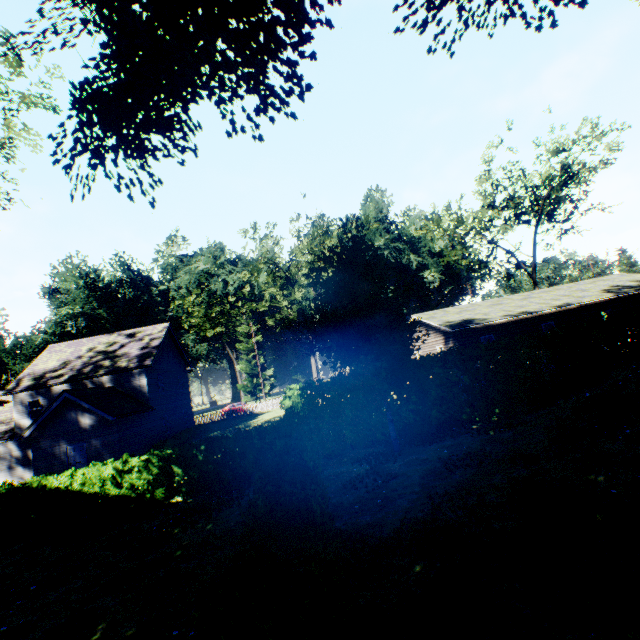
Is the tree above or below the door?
above

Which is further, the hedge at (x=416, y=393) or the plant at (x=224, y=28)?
the hedge at (x=416, y=393)

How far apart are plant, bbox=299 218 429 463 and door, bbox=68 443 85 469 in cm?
1868

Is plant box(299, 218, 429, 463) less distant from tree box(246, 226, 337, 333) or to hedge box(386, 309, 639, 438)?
hedge box(386, 309, 639, 438)

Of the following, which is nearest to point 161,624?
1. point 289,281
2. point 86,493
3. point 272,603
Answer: point 272,603

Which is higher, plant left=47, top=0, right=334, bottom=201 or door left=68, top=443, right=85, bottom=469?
plant left=47, top=0, right=334, bottom=201

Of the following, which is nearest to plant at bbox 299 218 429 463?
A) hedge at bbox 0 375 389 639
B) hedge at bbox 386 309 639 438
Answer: hedge at bbox 386 309 639 438

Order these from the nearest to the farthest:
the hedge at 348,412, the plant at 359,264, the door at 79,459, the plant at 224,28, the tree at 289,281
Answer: the hedge at 348,412 < the plant at 224,28 < the plant at 359,264 < the door at 79,459 < the tree at 289,281
